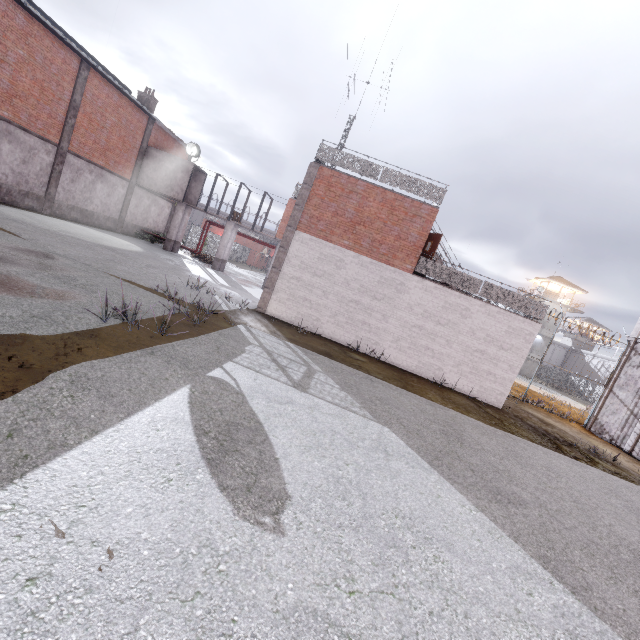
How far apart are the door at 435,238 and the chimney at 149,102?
25.30m

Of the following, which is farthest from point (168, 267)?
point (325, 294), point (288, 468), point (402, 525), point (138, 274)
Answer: point (402, 525)

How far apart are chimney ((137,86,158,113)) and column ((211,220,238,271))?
11.4 meters

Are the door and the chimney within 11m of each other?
no

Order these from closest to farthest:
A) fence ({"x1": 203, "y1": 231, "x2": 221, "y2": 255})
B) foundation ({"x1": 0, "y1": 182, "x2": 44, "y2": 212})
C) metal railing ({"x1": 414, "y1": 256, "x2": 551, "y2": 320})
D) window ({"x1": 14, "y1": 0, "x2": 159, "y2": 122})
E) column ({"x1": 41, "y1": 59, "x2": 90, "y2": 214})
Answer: metal railing ({"x1": 414, "y1": 256, "x2": 551, "y2": 320}) < window ({"x1": 14, "y1": 0, "x2": 159, "y2": 122}) < foundation ({"x1": 0, "y1": 182, "x2": 44, "y2": 212}) < column ({"x1": 41, "y1": 59, "x2": 90, "y2": 214}) < fence ({"x1": 203, "y1": 231, "x2": 221, "y2": 255})

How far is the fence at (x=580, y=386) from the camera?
19.3 meters

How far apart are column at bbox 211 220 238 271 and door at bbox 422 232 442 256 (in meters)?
15.62

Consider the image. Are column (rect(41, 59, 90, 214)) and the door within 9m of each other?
no
